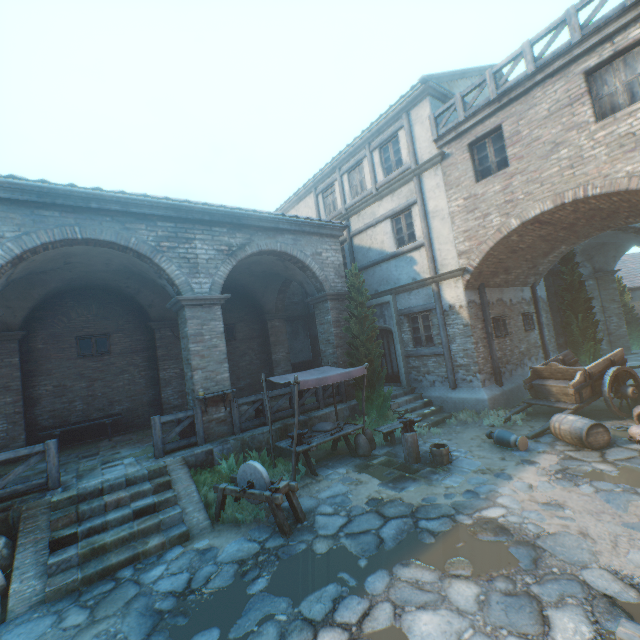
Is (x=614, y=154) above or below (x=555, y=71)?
below

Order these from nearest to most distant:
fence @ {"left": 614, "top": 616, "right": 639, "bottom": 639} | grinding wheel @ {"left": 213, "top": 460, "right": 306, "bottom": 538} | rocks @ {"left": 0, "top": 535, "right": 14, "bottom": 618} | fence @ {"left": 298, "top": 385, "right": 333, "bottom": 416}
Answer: fence @ {"left": 614, "top": 616, "right": 639, "bottom": 639}, rocks @ {"left": 0, "top": 535, "right": 14, "bottom": 618}, grinding wheel @ {"left": 213, "top": 460, "right": 306, "bottom": 538}, fence @ {"left": 298, "top": 385, "right": 333, "bottom": 416}

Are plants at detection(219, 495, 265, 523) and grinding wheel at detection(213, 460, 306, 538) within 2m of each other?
yes

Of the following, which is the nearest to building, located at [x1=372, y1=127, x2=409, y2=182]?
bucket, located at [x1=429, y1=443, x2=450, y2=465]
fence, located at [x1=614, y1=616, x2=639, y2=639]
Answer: fence, located at [x1=614, y1=616, x2=639, y2=639]

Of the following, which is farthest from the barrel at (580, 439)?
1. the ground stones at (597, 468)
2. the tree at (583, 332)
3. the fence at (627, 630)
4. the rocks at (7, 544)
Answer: the rocks at (7, 544)

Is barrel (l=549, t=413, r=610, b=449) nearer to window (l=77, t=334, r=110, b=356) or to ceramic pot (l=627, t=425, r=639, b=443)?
ceramic pot (l=627, t=425, r=639, b=443)

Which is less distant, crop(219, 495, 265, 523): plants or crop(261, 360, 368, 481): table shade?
crop(219, 495, 265, 523): plants

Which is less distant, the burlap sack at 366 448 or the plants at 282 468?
the plants at 282 468
